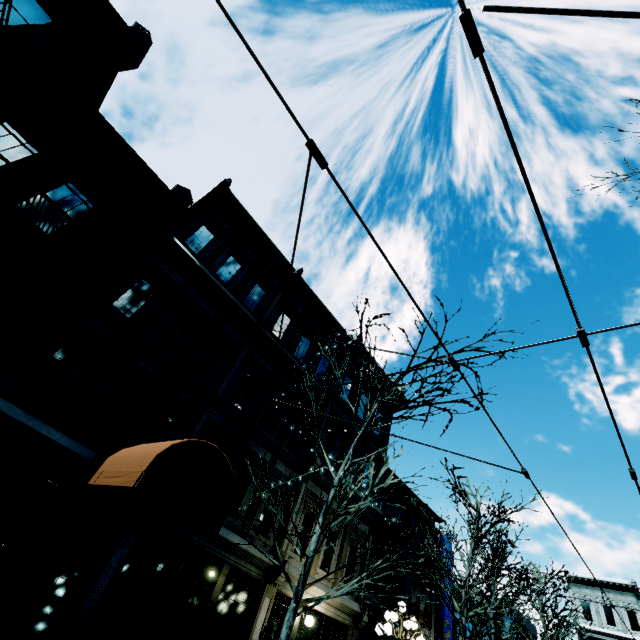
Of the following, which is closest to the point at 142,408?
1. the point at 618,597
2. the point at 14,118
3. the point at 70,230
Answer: the point at 70,230

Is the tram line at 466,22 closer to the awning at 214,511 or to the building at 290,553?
the awning at 214,511

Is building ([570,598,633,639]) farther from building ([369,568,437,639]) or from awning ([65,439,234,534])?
awning ([65,439,234,534])

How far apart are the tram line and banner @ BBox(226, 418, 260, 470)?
10.61m

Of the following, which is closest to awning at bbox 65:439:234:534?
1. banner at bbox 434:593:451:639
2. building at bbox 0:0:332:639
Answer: building at bbox 0:0:332:639

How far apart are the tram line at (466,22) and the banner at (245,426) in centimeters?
1061cm

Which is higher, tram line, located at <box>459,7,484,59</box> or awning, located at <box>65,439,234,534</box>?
tram line, located at <box>459,7,484,59</box>

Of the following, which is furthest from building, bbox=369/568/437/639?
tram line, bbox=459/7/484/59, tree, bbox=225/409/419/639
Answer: tram line, bbox=459/7/484/59
